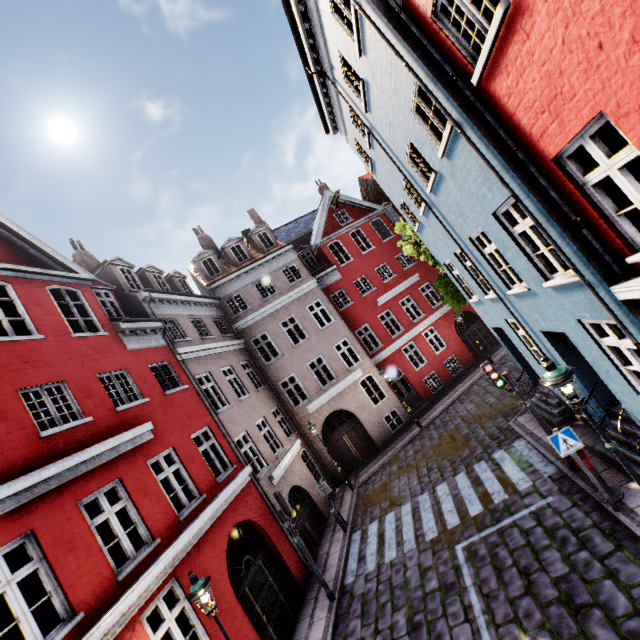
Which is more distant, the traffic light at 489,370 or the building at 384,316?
the traffic light at 489,370

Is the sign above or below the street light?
below

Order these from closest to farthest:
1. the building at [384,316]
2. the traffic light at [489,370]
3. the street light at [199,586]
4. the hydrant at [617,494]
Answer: the building at [384,316] < the street light at [199,586] < the hydrant at [617,494] < the traffic light at [489,370]

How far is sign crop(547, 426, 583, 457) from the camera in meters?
6.8 m

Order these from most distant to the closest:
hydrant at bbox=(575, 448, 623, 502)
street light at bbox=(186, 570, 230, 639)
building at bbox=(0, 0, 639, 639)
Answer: hydrant at bbox=(575, 448, 623, 502)
street light at bbox=(186, 570, 230, 639)
building at bbox=(0, 0, 639, 639)

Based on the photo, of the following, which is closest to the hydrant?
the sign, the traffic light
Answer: the sign

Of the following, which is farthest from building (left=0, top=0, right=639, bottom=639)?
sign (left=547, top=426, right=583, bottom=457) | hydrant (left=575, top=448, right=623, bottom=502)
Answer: sign (left=547, top=426, right=583, bottom=457)

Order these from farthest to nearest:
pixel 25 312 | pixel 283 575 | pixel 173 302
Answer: pixel 173 302 → pixel 283 575 → pixel 25 312
